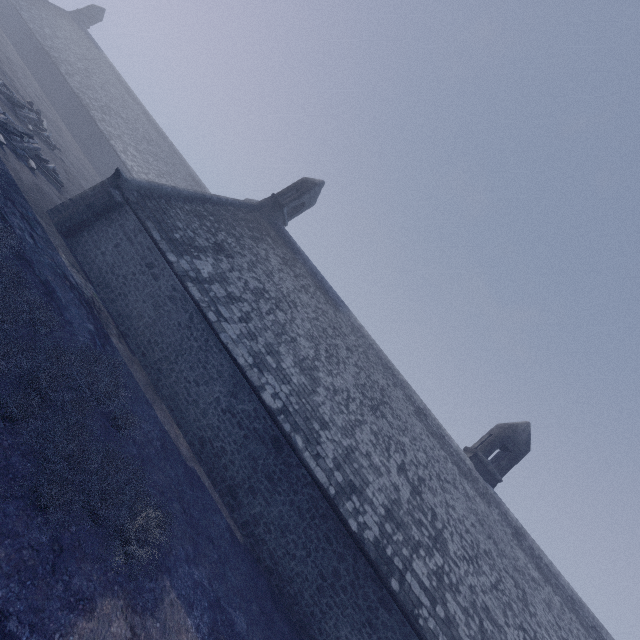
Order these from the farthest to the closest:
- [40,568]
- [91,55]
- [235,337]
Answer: [91,55] < [235,337] < [40,568]
